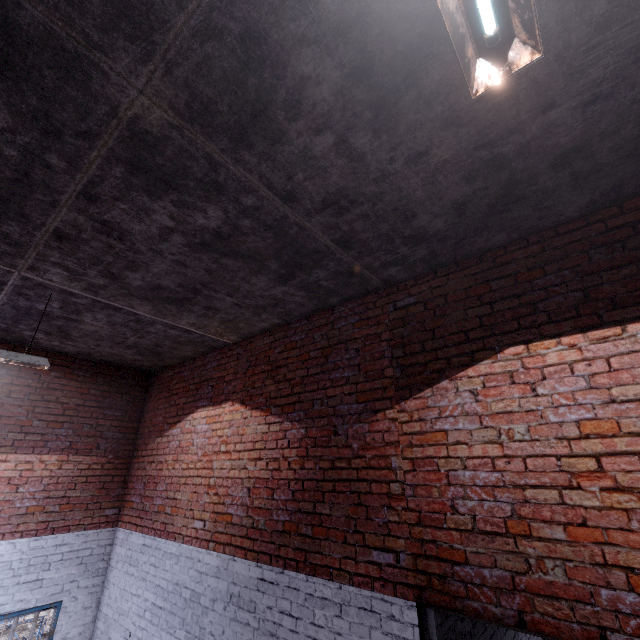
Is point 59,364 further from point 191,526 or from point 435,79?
point 435,79

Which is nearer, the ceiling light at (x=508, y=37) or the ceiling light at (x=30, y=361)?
the ceiling light at (x=508, y=37)

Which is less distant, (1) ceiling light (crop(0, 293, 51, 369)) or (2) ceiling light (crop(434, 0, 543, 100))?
(2) ceiling light (crop(434, 0, 543, 100))
